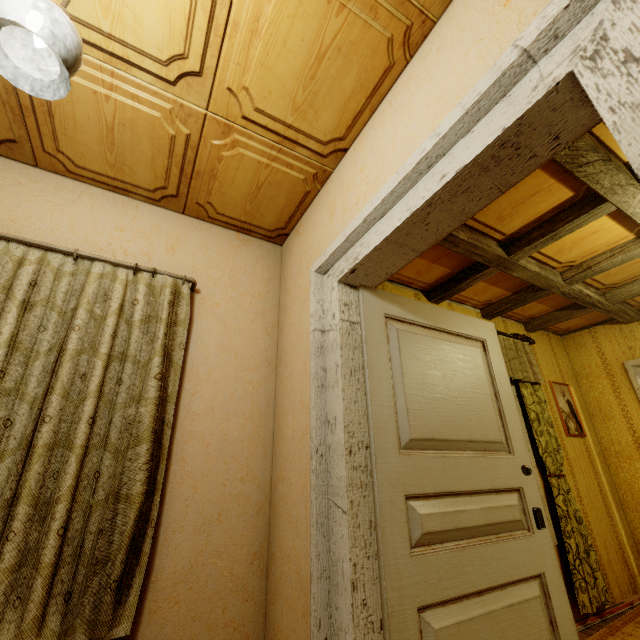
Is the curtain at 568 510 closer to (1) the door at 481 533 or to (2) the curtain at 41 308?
(1) the door at 481 533

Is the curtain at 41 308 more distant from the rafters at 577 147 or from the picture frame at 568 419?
the picture frame at 568 419

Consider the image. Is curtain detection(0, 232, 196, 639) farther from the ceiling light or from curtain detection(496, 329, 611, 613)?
curtain detection(496, 329, 611, 613)

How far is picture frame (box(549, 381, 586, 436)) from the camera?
3.7 meters

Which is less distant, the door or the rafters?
the door

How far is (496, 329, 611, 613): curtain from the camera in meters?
2.7 m

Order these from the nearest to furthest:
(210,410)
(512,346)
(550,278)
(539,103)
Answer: (539,103)
(210,410)
(550,278)
(512,346)
